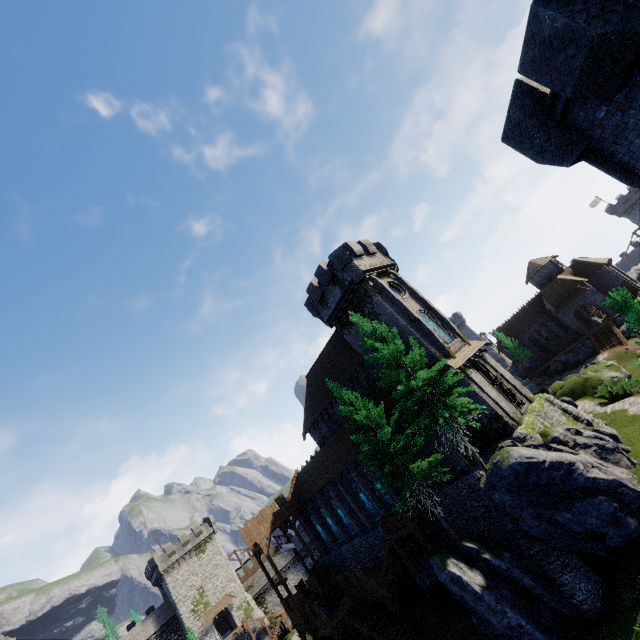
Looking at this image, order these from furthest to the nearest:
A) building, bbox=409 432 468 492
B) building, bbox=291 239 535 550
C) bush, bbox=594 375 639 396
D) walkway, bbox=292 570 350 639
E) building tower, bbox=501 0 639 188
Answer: bush, bbox=594 375 639 396
walkway, bbox=292 570 350 639
building, bbox=291 239 535 550
building, bbox=409 432 468 492
building tower, bbox=501 0 639 188

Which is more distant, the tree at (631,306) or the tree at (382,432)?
the tree at (382,432)

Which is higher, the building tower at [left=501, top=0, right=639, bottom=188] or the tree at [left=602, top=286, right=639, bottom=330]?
Answer: the building tower at [left=501, top=0, right=639, bottom=188]

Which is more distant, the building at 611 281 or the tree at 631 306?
the building at 611 281

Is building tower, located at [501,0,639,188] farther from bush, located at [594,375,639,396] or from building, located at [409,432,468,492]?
bush, located at [594,375,639,396]

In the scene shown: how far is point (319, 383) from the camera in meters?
38.0 m

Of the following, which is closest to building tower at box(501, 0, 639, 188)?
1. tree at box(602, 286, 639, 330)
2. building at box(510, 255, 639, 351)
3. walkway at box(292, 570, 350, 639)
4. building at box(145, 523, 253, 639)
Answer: tree at box(602, 286, 639, 330)

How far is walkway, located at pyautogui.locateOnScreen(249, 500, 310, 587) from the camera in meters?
32.6
